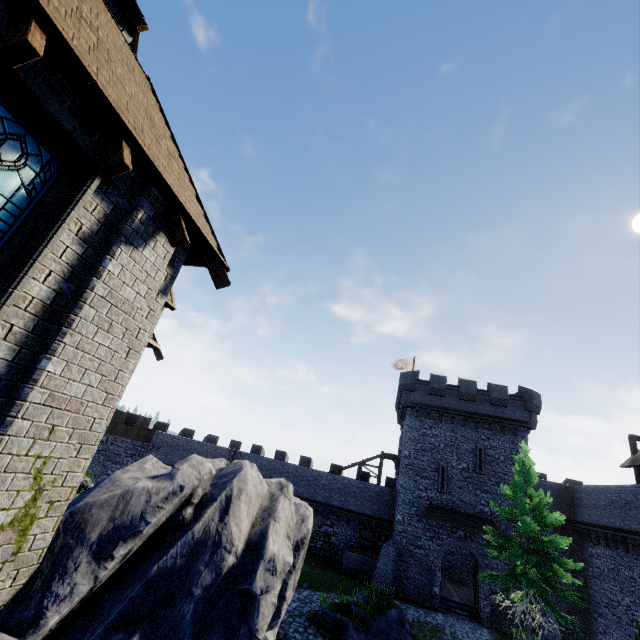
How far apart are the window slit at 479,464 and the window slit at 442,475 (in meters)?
1.90

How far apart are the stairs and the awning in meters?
4.4 m

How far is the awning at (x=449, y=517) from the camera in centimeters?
2420cm

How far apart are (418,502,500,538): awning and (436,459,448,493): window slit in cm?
74

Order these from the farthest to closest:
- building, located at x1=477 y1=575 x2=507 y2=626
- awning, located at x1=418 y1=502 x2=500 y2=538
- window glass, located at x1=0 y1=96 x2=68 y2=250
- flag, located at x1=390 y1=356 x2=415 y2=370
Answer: flag, located at x1=390 y1=356 x2=415 y2=370 < awning, located at x1=418 y1=502 x2=500 y2=538 < building, located at x1=477 y1=575 x2=507 y2=626 < window glass, located at x1=0 y1=96 x2=68 y2=250

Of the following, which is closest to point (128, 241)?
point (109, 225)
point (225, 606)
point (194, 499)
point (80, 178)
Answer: point (109, 225)

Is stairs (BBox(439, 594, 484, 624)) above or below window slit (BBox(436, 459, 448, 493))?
below

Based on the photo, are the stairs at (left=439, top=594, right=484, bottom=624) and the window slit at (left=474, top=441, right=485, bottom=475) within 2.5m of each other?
no
